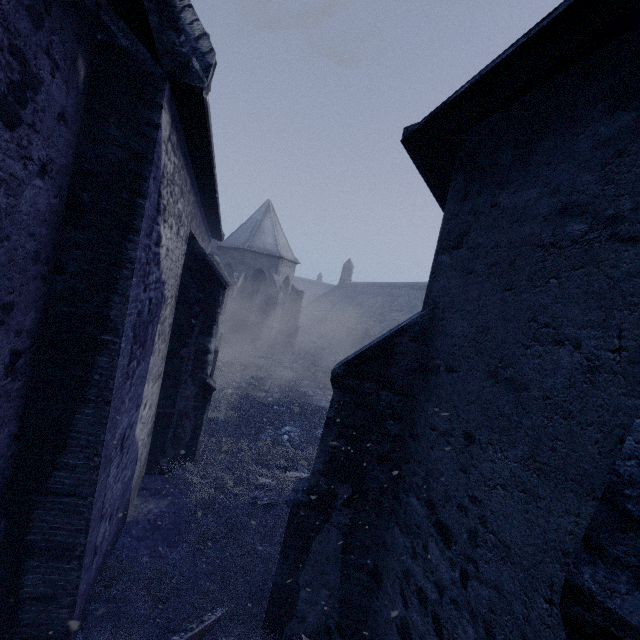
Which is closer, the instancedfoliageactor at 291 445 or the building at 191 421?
the building at 191 421

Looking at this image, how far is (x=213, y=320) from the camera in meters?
7.7

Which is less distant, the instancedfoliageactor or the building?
the building

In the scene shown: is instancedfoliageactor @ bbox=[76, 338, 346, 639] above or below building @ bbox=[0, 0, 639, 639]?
below

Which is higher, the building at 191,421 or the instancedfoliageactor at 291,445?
the building at 191,421
